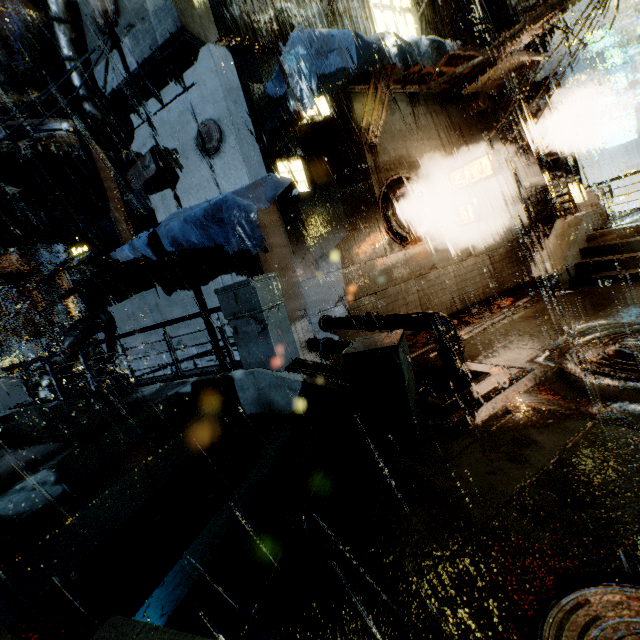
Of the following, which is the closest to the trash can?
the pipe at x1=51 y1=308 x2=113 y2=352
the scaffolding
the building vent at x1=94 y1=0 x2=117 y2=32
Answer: the building vent at x1=94 y1=0 x2=117 y2=32

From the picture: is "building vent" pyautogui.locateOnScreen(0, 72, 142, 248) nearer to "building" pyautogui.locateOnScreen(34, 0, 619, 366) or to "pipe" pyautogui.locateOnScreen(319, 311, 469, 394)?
"building" pyautogui.locateOnScreen(34, 0, 619, 366)

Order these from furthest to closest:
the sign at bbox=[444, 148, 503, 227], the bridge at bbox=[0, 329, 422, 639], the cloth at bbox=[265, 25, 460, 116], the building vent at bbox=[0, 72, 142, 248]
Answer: the sign at bbox=[444, 148, 503, 227]
the building vent at bbox=[0, 72, 142, 248]
the cloth at bbox=[265, 25, 460, 116]
the bridge at bbox=[0, 329, 422, 639]

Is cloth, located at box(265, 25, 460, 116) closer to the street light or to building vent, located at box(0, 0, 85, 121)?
building vent, located at box(0, 0, 85, 121)

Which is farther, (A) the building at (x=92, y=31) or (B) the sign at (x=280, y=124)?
(A) the building at (x=92, y=31)

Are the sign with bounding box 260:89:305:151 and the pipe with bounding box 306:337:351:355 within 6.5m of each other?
yes

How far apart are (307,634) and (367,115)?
13.0m

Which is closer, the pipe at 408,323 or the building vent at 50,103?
the pipe at 408,323
